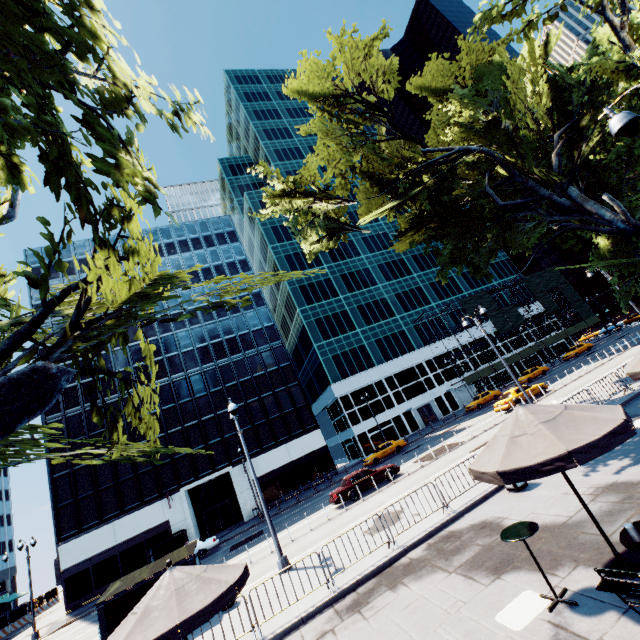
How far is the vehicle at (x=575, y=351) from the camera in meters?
46.2 m

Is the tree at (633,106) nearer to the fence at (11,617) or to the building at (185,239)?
the building at (185,239)

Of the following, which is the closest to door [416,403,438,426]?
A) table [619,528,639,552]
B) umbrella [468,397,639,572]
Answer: umbrella [468,397,639,572]

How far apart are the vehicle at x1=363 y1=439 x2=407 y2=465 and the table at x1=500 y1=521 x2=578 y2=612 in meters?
29.7 m

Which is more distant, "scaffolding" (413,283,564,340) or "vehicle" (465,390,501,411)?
"scaffolding" (413,283,564,340)

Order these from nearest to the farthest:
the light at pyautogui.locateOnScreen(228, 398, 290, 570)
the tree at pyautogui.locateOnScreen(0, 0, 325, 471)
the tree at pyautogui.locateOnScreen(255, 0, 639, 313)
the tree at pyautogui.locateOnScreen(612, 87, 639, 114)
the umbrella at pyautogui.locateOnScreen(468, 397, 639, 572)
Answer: the tree at pyautogui.locateOnScreen(0, 0, 325, 471), the umbrella at pyautogui.locateOnScreen(468, 397, 639, 572), the tree at pyautogui.locateOnScreen(612, 87, 639, 114), the light at pyautogui.locateOnScreen(228, 398, 290, 570), the tree at pyautogui.locateOnScreen(255, 0, 639, 313)

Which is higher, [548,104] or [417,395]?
[548,104]

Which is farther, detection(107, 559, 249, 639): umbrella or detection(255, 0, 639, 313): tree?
detection(255, 0, 639, 313): tree
